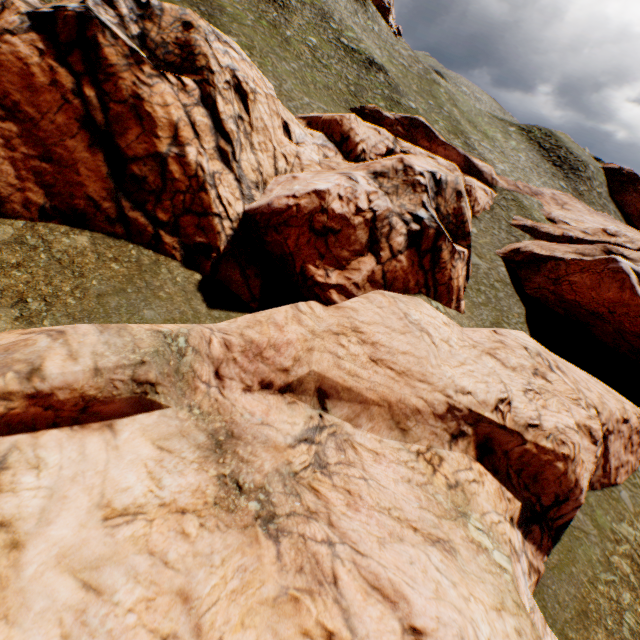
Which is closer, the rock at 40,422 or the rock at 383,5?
the rock at 40,422

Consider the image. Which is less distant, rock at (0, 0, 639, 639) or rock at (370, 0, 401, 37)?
rock at (0, 0, 639, 639)

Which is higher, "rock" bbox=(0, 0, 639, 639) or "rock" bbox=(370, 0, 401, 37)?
"rock" bbox=(370, 0, 401, 37)

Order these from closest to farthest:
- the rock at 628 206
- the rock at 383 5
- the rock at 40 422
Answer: the rock at 40 422
the rock at 628 206
the rock at 383 5

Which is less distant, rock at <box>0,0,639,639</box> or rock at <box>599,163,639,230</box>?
rock at <box>0,0,639,639</box>

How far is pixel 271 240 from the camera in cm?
1525

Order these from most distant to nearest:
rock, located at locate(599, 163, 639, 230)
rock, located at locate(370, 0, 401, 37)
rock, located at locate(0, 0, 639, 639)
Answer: rock, located at locate(370, 0, 401, 37) < rock, located at locate(599, 163, 639, 230) < rock, located at locate(0, 0, 639, 639)
